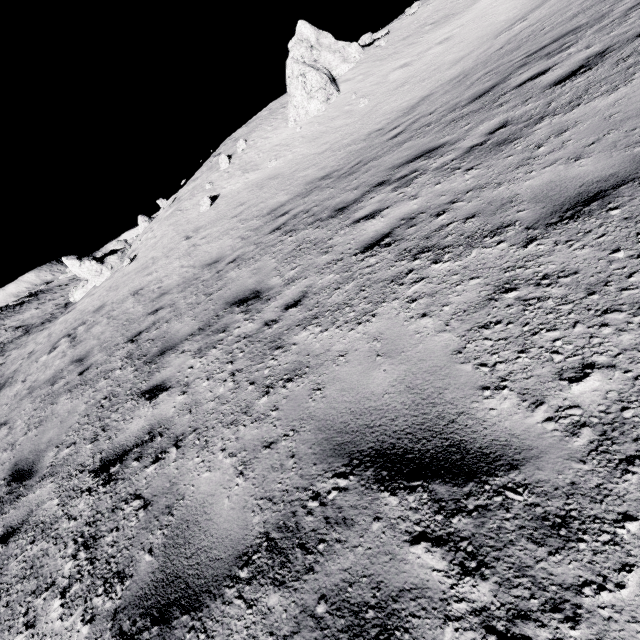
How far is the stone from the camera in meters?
14.7

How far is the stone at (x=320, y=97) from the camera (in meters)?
14.69

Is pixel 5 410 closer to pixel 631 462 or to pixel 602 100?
pixel 631 462
